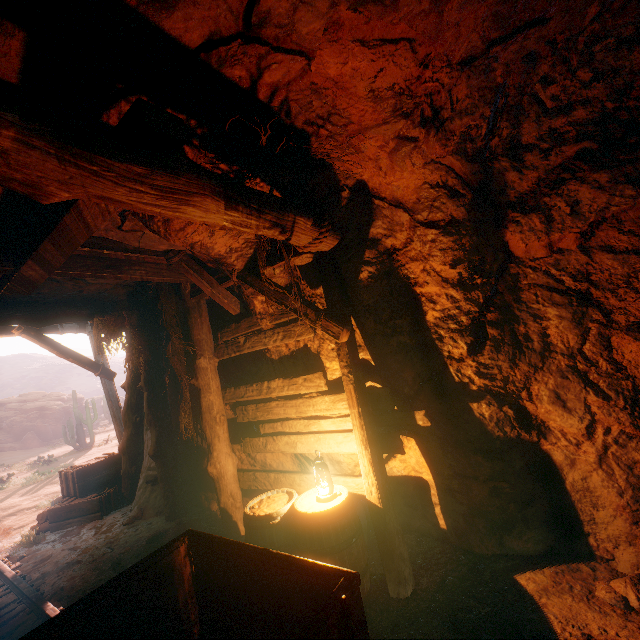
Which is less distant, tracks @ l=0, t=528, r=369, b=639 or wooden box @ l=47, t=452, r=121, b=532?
tracks @ l=0, t=528, r=369, b=639

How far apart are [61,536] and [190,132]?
7.9m

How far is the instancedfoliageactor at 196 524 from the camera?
5.26m

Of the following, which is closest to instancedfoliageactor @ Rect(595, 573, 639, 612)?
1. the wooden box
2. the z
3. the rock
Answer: the z

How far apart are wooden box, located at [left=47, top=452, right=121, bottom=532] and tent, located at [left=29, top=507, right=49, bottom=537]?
0.0m

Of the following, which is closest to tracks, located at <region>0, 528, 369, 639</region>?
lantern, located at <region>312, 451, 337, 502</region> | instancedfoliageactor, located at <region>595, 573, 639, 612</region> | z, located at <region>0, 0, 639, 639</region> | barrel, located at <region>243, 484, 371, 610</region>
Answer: z, located at <region>0, 0, 639, 639</region>

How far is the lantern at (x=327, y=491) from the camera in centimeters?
338cm

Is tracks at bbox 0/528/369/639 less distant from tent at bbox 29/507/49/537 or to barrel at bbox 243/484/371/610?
tent at bbox 29/507/49/537
